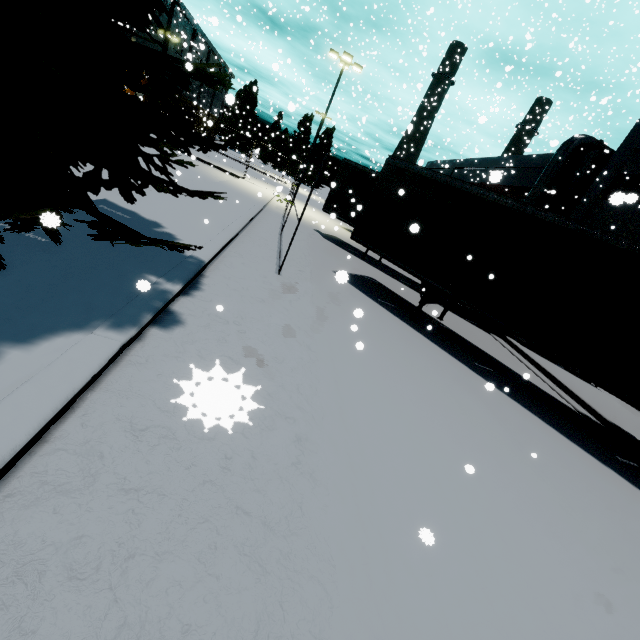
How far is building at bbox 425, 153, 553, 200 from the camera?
24.5m

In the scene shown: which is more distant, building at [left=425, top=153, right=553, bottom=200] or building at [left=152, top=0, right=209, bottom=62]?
building at [left=152, top=0, right=209, bottom=62]

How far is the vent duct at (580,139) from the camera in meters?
20.8

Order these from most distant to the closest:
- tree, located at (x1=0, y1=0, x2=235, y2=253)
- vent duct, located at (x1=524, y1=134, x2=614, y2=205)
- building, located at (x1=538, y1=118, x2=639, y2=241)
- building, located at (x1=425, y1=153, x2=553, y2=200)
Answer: building, located at (x1=425, y1=153, x2=553, y2=200) → vent duct, located at (x1=524, y1=134, x2=614, y2=205) → building, located at (x1=538, y1=118, x2=639, y2=241) → tree, located at (x1=0, y1=0, x2=235, y2=253)

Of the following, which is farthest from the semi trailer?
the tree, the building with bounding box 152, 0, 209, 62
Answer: the building with bounding box 152, 0, 209, 62

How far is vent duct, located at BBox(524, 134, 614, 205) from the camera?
20.8m

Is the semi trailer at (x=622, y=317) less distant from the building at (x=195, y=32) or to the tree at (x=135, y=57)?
the tree at (x=135, y=57)

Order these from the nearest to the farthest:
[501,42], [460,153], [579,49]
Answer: [579,49], [460,153], [501,42]
